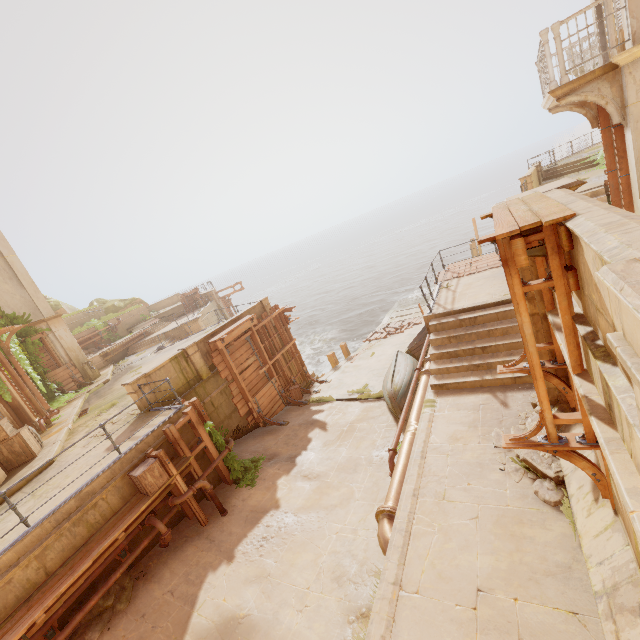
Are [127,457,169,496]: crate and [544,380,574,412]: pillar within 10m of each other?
yes

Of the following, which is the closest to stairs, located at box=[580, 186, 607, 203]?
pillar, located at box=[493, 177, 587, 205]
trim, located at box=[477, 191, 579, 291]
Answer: pillar, located at box=[493, 177, 587, 205]

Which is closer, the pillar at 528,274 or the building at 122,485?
the pillar at 528,274

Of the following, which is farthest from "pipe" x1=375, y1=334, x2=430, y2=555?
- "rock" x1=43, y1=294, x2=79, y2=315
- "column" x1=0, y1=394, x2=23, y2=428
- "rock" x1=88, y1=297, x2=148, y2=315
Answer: "rock" x1=88, y1=297, x2=148, y2=315

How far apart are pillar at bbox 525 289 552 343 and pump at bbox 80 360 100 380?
23.0m

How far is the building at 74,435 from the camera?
10.9 meters

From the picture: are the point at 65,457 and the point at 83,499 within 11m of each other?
yes

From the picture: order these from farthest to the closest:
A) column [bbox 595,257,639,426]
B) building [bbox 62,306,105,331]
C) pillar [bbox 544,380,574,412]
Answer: building [bbox 62,306,105,331] → pillar [bbox 544,380,574,412] → column [bbox 595,257,639,426]
